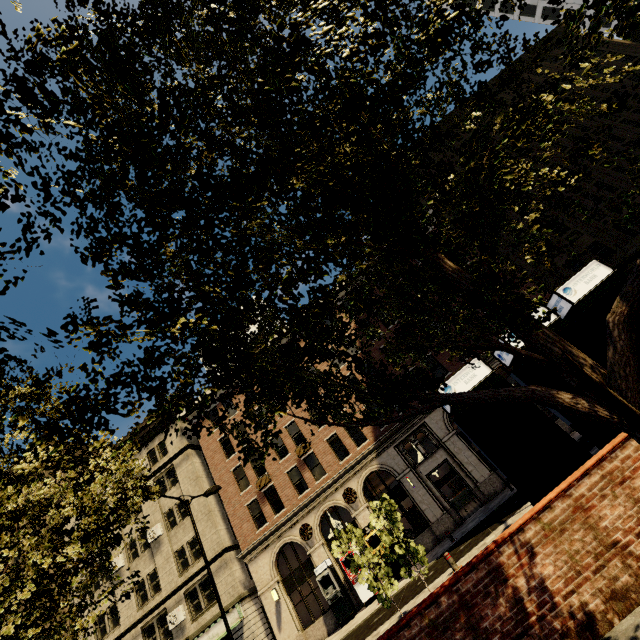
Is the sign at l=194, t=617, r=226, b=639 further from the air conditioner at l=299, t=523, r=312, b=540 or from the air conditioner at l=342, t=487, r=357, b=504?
the air conditioner at l=342, t=487, r=357, b=504

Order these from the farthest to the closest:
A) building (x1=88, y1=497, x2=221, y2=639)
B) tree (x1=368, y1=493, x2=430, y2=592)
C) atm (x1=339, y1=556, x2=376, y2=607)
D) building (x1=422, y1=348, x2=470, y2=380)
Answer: building (x1=422, y1=348, x2=470, y2=380), building (x1=88, y1=497, x2=221, y2=639), atm (x1=339, y1=556, x2=376, y2=607), tree (x1=368, y1=493, x2=430, y2=592)

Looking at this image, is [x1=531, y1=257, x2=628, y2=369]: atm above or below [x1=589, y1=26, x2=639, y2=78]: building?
below

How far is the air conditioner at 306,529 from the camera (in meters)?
22.39

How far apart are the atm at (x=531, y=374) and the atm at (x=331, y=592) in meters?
Answer: 20.3

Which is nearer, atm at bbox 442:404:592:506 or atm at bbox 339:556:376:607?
atm at bbox 442:404:592:506

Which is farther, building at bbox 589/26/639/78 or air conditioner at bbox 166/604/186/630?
building at bbox 589/26/639/78

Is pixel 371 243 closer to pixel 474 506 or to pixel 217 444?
pixel 474 506
